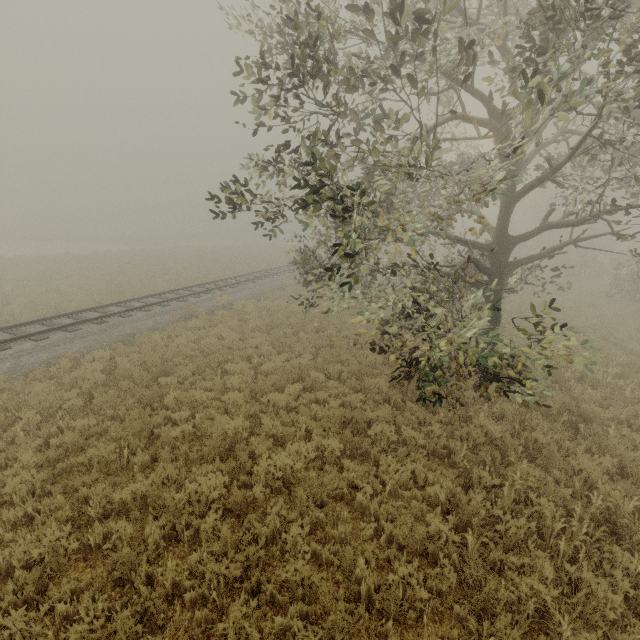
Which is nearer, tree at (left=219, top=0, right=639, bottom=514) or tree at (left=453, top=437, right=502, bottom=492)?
tree at (left=219, top=0, right=639, bottom=514)

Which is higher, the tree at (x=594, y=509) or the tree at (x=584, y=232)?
the tree at (x=584, y=232)

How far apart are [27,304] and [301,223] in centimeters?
1774cm

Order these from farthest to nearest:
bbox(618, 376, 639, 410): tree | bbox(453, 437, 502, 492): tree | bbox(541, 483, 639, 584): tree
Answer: bbox(618, 376, 639, 410): tree → bbox(453, 437, 502, 492): tree → bbox(541, 483, 639, 584): tree
